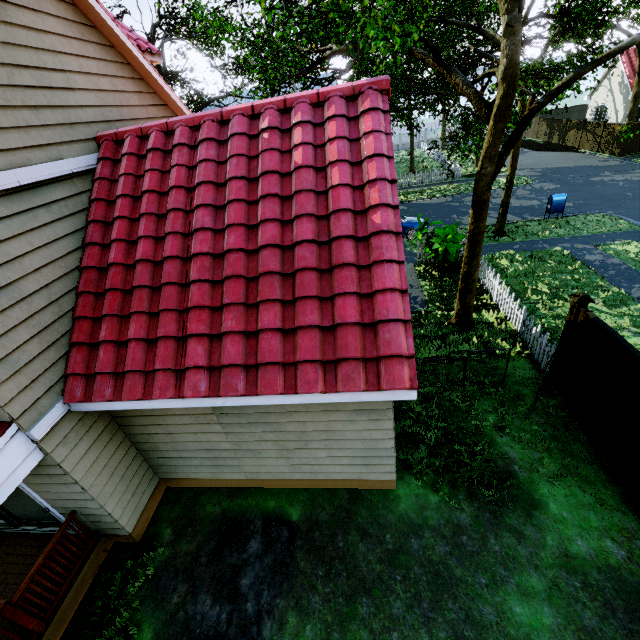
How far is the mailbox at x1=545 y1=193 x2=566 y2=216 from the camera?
15.88m

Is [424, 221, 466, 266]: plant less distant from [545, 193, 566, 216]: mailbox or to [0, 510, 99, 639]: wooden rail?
[545, 193, 566, 216]: mailbox

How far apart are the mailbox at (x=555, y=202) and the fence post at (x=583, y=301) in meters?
12.5 m

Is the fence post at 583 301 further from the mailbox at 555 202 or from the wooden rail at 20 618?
the mailbox at 555 202

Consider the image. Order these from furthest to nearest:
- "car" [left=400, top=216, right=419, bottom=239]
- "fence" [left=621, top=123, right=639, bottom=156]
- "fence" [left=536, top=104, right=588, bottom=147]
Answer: "fence" [left=536, top=104, right=588, bottom=147] → "fence" [left=621, top=123, right=639, bottom=156] → "car" [left=400, top=216, right=419, bottom=239]

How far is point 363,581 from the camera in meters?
5.2

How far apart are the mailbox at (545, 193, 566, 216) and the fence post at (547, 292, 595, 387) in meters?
12.5 m

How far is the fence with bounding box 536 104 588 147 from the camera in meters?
29.9
